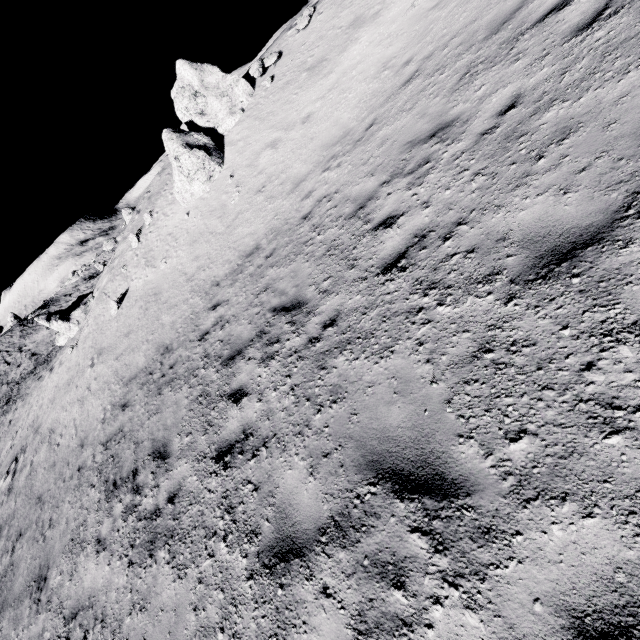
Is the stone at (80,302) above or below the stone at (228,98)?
below

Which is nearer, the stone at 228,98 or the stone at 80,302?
the stone at 228,98

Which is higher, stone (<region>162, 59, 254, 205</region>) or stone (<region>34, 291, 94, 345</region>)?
stone (<region>162, 59, 254, 205</region>)

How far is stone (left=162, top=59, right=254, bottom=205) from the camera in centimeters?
1371cm

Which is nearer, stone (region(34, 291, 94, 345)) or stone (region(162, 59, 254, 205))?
stone (region(162, 59, 254, 205))

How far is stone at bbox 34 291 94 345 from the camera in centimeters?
2272cm

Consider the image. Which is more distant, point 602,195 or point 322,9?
point 322,9
